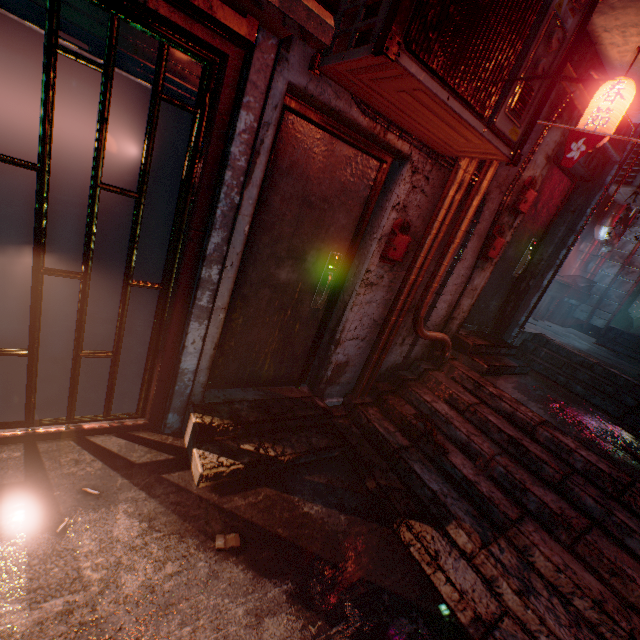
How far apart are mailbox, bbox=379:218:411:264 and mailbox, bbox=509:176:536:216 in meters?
1.3 m

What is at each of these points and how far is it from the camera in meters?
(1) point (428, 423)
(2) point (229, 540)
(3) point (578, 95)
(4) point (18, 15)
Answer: (1) gas mask, 2.8 m
(2) cigarette box, 1.8 m
(3) pipe, 2.8 m
(4) rolling door, 1.2 m

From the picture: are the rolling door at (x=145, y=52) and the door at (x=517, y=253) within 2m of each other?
no

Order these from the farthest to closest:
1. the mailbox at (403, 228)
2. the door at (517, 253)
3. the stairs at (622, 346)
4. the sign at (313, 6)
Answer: the stairs at (622, 346)
the door at (517, 253)
the mailbox at (403, 228)
the sign at (313, 6)

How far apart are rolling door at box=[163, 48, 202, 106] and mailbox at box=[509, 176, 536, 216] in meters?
2.9 m

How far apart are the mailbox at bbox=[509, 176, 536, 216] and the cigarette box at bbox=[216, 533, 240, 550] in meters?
3.6 m

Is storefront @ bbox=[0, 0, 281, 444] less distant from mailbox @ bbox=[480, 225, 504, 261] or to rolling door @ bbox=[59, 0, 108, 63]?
rolling door @ bbox=[59, 0, 108, 63]

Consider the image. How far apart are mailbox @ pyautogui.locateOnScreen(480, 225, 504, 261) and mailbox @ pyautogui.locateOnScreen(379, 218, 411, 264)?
1.1 meters
